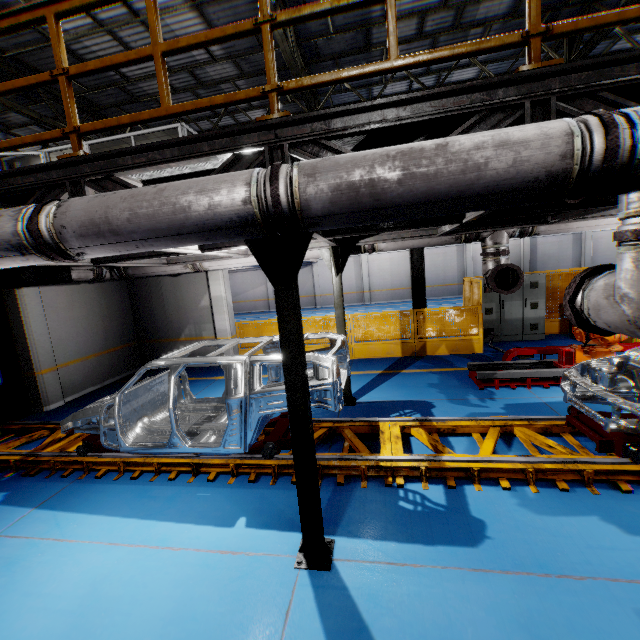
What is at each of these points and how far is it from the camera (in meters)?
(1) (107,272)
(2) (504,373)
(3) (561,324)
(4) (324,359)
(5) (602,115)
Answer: (1) vent pipe, 7.78
(2) metal platform, 7.00
(3) metal panel, 11.20
(4) chassis, 4.22
(5) vent pipe clamp, 1.86

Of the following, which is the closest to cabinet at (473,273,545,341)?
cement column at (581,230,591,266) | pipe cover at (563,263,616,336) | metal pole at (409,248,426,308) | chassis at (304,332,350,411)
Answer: metal pole at (409,248,426,308)

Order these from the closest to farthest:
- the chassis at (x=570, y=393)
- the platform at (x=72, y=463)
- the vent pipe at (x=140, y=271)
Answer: the chassis at (x=570, y=393) < the platform at (x=72, y=463) < the vent pipe at (x=140, y=271)

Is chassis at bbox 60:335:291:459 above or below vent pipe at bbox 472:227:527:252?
below

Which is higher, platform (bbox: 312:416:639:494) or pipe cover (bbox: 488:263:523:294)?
pipe cover (bbox: 488:263:523:294)

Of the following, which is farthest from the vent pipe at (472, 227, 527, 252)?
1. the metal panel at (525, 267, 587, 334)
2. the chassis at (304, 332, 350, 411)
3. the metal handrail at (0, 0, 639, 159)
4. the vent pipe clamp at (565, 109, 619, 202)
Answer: the vent pipe clamp at (565, 109, 619, 202)

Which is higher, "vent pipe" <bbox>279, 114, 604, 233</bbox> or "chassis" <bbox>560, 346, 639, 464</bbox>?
"vent pipe" <bbox>279, 114, 604, 233</bbox>

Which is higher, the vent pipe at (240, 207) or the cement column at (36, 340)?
the vent pipe at (240, 207)
